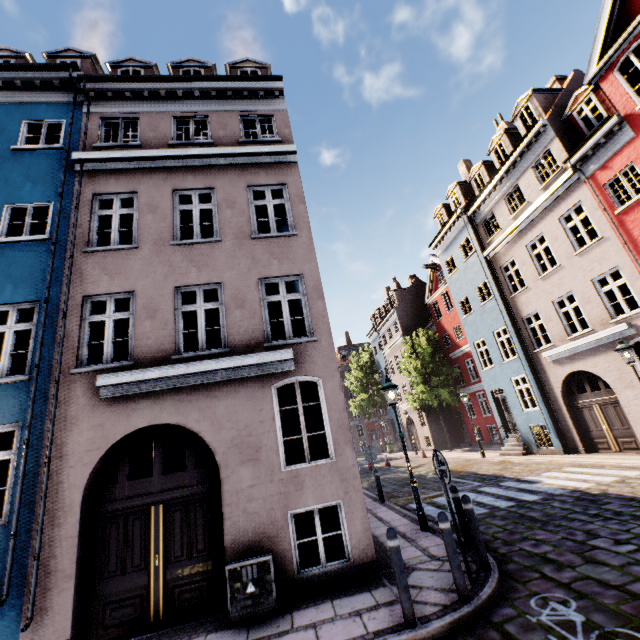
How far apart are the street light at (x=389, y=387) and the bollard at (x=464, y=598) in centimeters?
337cm

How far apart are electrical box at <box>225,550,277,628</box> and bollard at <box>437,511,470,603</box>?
2.8m

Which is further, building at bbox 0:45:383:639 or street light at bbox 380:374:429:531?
street light at bbox 380:374:429:531

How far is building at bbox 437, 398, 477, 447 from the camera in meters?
26.3

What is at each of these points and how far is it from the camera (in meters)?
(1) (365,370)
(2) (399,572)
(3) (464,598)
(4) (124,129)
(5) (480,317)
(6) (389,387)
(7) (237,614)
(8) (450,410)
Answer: (1) tree, 41.28
(2) bollard, 4.38
(3) bollard, 4.51
(4) building, 11.55
(5) building, 18.98
(6) street light, 8.90
(7) electrical box, 5.12
(8) building, 28.69

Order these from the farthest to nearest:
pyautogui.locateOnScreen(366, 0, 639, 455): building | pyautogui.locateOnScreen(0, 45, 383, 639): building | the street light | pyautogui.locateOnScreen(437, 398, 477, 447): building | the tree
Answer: the tree → pyautogui.locateOnScreen(437, 398, 477, 447): building → pyautogui.locateOnScreen(366, 0, 639, 455): building → the street light → pyautogui.locateOnScreen(0, 45, 383, 639): building

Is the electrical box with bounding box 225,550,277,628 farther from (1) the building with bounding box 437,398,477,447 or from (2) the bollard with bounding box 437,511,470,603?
(2) the bollard with bounding box 437,511,470,603

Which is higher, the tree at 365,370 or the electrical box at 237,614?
the tree at 365,370
